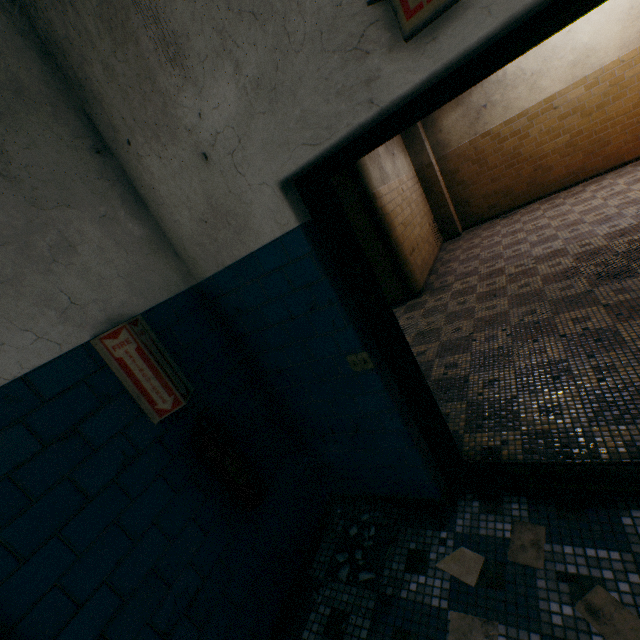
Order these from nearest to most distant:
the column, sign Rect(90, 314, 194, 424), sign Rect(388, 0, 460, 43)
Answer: sign Rect(388, 0, 460, 43), sign Rect(90, 314, 194, 424), the column

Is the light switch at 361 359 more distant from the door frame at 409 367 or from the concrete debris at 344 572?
the concrete debris at 344 572

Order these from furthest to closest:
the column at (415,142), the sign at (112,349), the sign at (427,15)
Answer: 1. the column at (415,142)
2. the sign at (112,349)
3. the sign at (427,15)

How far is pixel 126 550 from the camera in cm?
142

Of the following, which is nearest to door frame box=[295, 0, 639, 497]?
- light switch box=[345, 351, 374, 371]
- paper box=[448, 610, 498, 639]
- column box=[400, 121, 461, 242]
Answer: light switch box=[345, 351, 374, 371]

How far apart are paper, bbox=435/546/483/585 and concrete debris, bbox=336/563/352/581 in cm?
36

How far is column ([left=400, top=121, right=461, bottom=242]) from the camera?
7.7 meters

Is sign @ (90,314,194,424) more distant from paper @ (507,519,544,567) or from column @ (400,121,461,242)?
column @ (400,121,461,242)
